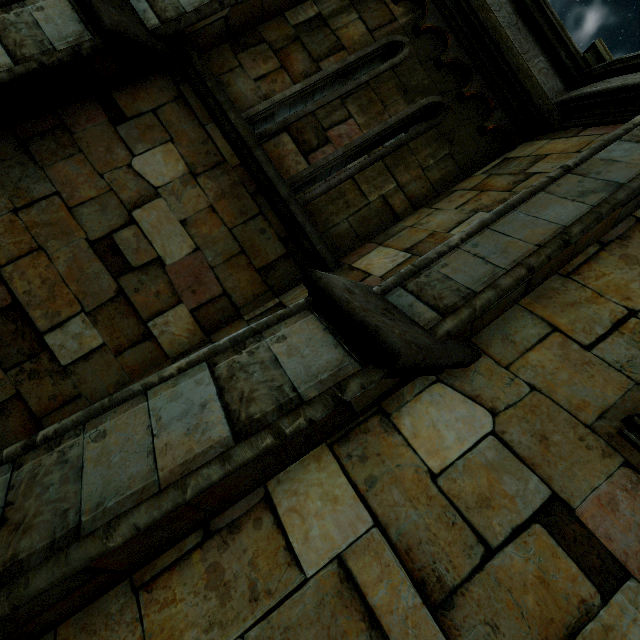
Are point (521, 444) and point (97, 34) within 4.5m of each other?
no

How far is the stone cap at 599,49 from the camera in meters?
4.3

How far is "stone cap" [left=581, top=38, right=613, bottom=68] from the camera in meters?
4.3 m
